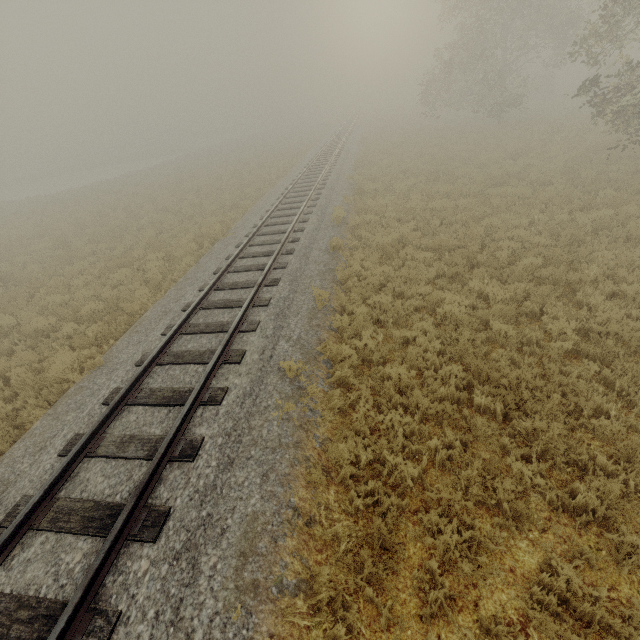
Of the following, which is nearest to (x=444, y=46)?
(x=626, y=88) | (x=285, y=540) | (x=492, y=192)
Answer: (x=626, y=88)
